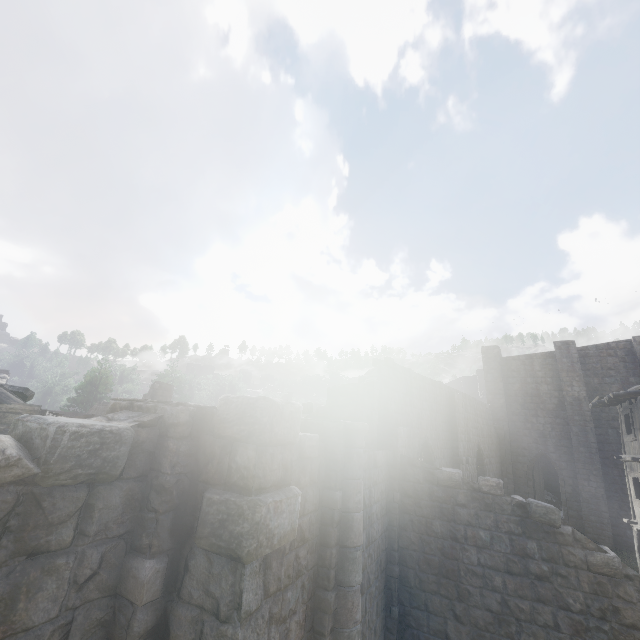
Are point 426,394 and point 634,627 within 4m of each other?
no
